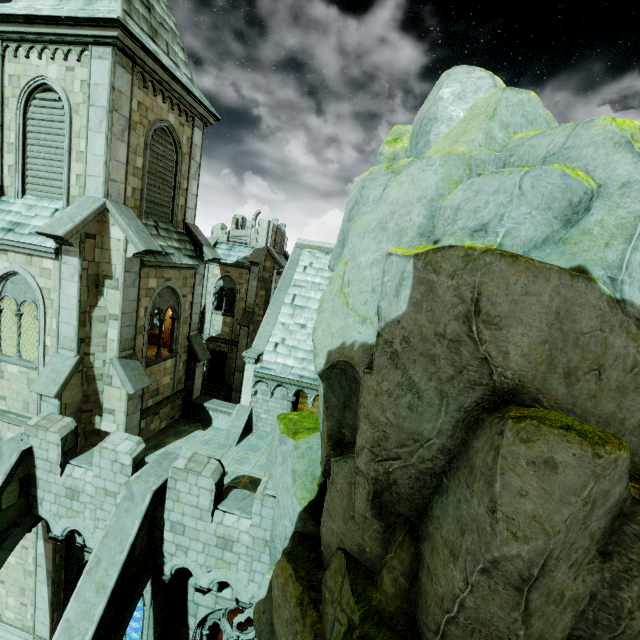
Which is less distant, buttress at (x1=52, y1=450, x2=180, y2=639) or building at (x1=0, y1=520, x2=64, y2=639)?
buttress at (x1=52, y1=450, x2=180, y2=639)

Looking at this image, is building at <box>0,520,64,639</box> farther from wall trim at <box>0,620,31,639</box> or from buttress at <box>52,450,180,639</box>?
buttress at <box>52,450,180,639</box>

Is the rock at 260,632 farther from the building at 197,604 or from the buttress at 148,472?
the buttress at 148,472

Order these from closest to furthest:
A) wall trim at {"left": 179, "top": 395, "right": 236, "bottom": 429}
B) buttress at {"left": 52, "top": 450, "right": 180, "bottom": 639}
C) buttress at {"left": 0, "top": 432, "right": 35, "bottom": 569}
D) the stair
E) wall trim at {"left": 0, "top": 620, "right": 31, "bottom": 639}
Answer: buttress at {"left": 52, "top": 450, "right": 180, "bottom": 639}
buttress at {"left": 0, "top": 432, "right": 35, "bottom": 569}
wall trim at {"left": 0, "top": 620, "right": 31, "bottom": 639}
wall trim at {"left": 179, "top": 395, "right": 236, "bottom": 429}
the stair

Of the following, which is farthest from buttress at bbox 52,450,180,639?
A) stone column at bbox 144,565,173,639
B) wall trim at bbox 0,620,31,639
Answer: wall trim at bbox 0,620,31,639

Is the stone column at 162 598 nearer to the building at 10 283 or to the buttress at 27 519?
the building at 10 283

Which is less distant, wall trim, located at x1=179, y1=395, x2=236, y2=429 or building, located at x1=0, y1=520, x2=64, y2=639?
building, located at x1=0, y1=520, x2=64, y2=639

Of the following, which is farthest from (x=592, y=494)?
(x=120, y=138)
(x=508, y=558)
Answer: (x=120, y=138)
